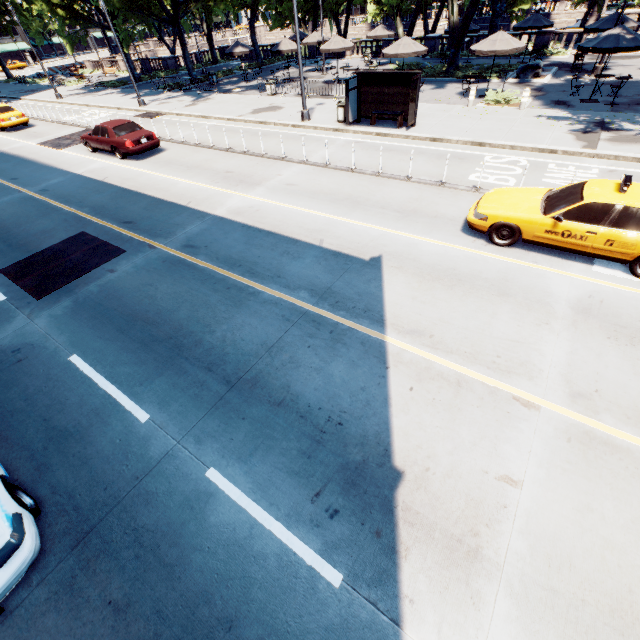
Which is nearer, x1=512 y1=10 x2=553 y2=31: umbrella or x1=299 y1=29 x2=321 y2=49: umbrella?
x1=512 y1=10 x2=553 y2=31: umbrella

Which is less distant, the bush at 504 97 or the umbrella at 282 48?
the bush at 504 97

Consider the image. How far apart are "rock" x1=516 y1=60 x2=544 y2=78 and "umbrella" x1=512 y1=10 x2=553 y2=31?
5.0m

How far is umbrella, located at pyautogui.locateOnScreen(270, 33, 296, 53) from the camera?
26.8 meters

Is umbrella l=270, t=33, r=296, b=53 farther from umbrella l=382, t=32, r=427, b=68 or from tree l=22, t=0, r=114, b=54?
umbrella l=382, t=32, r=427, b=68

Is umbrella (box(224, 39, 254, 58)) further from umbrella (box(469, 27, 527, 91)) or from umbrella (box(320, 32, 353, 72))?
umbrella (box(469, 27, 527, 91))

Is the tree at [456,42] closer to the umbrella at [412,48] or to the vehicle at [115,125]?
the umbrella at [412,48]

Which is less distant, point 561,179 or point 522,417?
point 522,417
